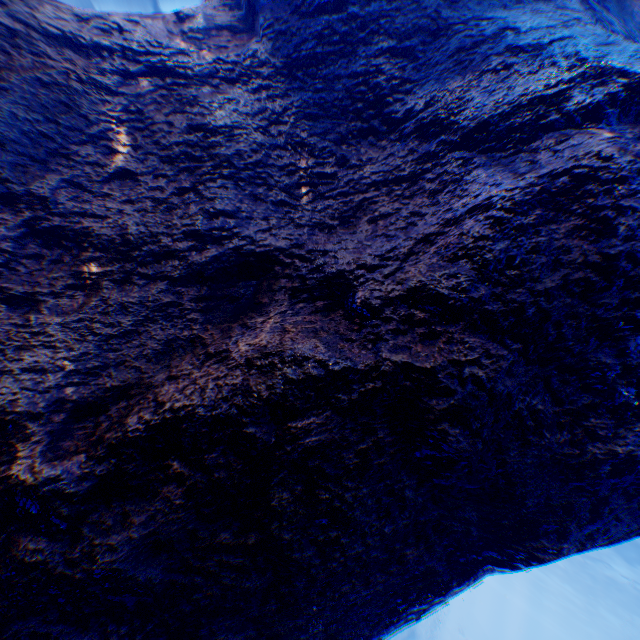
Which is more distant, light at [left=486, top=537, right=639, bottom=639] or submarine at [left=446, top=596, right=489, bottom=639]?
submarine at [left=446, top=596, right=489, bottom=639]

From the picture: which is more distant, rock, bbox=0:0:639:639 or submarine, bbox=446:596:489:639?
submarine, bbox=446:596:489:639

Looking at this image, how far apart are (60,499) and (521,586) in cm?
6478

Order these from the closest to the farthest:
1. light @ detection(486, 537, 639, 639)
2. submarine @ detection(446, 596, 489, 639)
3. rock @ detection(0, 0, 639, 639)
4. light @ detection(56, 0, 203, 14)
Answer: rock @ detection(0, 0, 639, 639)
light @ detection(56, 0, 203, 14)
light @ detection(486, 537, 639, 639)
submarine @ detection(446, 596, 489, 639)

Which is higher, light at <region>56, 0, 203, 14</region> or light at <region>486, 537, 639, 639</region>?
light at <region>56, 0, 203, 14</region>

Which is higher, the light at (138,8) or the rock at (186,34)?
the light at (138,8)

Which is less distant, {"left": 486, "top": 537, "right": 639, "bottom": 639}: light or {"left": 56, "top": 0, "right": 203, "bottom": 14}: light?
{"left": 56, "top": 0, "right": 203, "bottom": 14}: light

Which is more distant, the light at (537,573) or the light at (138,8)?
the light at (537,573)
